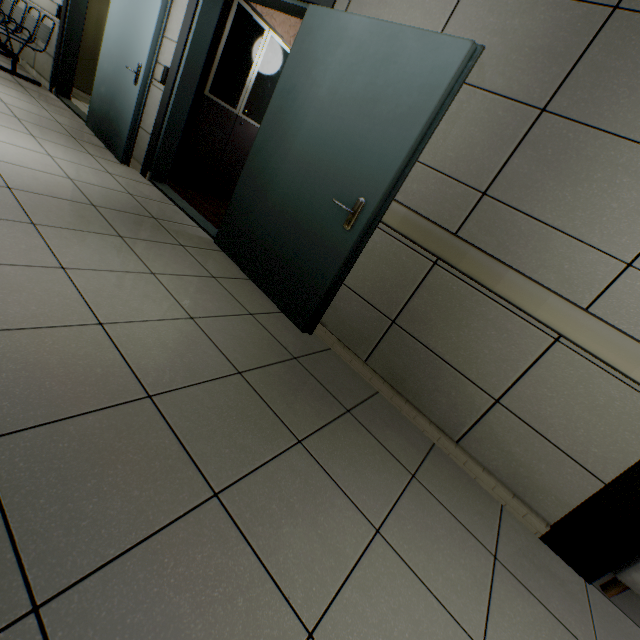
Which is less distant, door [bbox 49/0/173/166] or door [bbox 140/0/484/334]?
door [bbox 140/0/484/334]

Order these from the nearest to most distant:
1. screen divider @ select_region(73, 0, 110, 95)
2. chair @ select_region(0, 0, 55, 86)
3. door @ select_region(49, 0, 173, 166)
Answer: door @ select_region(49, 0, 173, 166) < chair @ select_region(0, 0, 55, 86) < screen divider @ select_region(73, 0, 110, 95)

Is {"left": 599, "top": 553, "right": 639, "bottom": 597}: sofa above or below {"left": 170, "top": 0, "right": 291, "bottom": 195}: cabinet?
below

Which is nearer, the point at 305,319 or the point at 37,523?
the point at 37,523

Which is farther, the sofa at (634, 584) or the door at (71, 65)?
the door at (71, 65)

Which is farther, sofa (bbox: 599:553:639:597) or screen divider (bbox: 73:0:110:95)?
screen divider (bbox: 73:0:110:95)

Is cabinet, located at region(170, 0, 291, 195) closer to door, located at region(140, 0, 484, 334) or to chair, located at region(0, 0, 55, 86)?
door, located at region(140, 0, 484, 334)

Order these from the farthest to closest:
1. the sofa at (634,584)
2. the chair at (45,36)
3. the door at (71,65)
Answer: the chair at (45,36)
the door at (71,65)
the sofa at (634,584)
